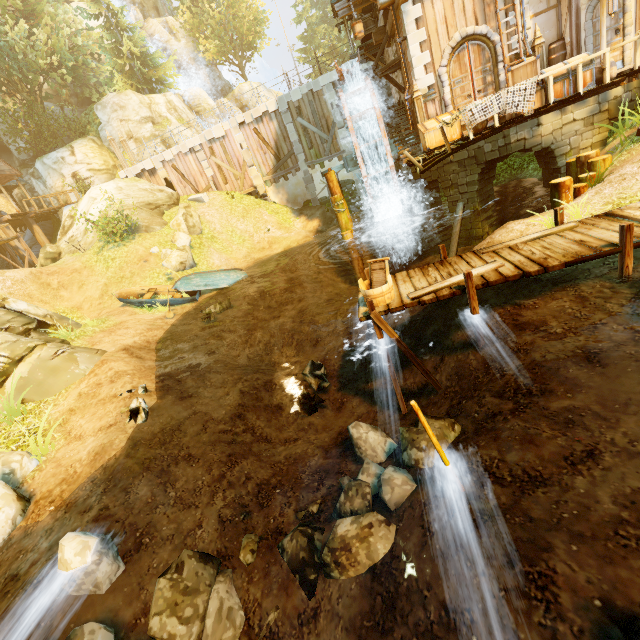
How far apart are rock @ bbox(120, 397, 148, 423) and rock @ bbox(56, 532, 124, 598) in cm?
246

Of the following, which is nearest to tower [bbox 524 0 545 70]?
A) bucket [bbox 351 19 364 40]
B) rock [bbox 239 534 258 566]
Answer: bucket [bbox 351 19 364 40]

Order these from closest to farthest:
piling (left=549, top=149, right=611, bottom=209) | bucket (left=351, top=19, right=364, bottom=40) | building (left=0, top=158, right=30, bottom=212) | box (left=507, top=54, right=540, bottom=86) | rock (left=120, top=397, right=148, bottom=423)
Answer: rock (left=120, top=397, right=148, bottom=423) → piling (left=549, top=149, right=611, bottom=209) → box (left=507, top=54, right=540, bottom=86) → bucket (left=351, top=19, right=364, bottom=40) → building (left=0, top=158, right=30, bottom=212)

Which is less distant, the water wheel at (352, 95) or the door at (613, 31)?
the door at (613, 31)

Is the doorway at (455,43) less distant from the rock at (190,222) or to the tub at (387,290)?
the tub at (387,290)

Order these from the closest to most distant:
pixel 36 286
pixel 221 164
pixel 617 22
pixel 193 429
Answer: pixel 193 429, pixel 617 22, pixel 36 286, pixel 221 164

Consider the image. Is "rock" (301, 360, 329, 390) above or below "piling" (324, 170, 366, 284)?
below

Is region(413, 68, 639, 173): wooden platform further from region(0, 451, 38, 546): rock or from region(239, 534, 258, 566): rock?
region(0, 451, 38, 546): rock
